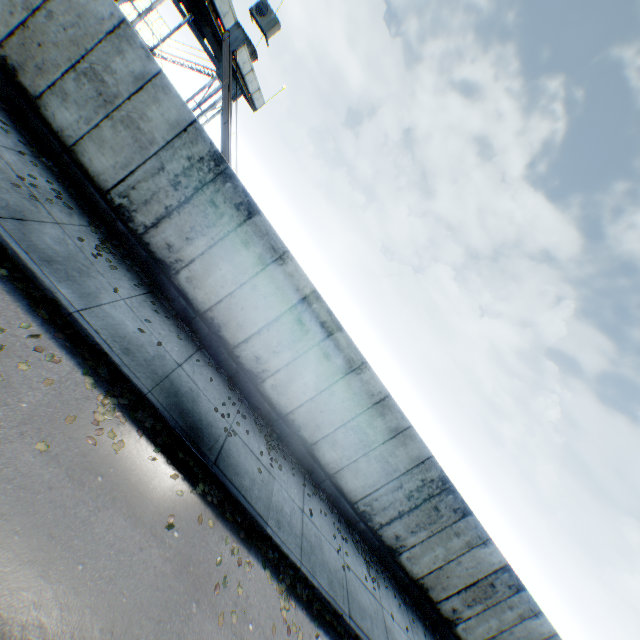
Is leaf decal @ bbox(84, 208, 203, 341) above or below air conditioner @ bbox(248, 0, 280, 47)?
below

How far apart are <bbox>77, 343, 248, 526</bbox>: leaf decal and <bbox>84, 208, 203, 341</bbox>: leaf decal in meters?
2.2

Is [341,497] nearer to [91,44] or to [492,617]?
[492,617]

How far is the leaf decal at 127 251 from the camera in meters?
7.6

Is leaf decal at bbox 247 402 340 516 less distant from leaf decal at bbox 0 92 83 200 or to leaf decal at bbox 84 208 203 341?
leaf decal at bbox 84 208 203 341

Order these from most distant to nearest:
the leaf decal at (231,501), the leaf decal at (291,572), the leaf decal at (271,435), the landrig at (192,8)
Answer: the landrig at (192,8) → the leaf decal at (271,435) → the leaf decal at (291,572) → the leaf decal at (231,501)

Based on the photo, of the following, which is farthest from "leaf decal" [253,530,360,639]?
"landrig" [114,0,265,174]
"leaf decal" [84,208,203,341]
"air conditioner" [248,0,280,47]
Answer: "landrig" [114,0,265,174]

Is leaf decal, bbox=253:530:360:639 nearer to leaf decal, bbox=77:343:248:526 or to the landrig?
leaf decal, bbox=77:343:248:526
